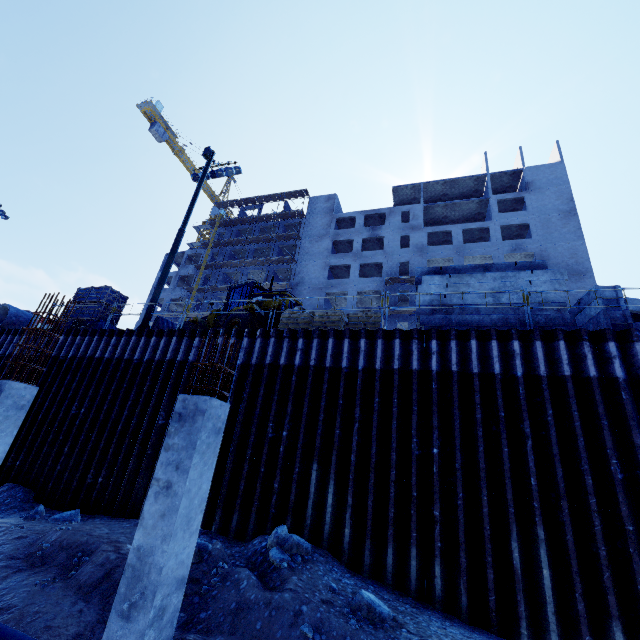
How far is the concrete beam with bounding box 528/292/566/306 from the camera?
9.08m

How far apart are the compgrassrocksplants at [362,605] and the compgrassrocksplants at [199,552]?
3.0m

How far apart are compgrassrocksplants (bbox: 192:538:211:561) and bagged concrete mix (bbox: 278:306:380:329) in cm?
649

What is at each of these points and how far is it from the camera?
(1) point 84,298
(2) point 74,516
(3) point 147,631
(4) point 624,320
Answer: (1) wooden box, 15.99m
(2) compgrassrocksplants, 9.10m
(3) concrete column, 3.93m
(4) concrete beam, 8.25m

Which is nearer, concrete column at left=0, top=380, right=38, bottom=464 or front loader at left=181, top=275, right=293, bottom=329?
concrete column at left=0, top=380, right=38, bottom=464

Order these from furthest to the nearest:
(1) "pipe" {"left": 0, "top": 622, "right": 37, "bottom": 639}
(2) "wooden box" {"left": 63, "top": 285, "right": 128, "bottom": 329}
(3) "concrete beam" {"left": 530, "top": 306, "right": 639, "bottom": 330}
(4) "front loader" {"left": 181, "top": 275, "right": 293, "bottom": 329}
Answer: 1. (2) "wooden box" {"left": 63, "top": 285, "right": 128, "bottom": 329}
2. (4) "front loader" {"left": 181, "top": 275, "right": 293, "bottom": 329}
3. (3) "concrete beam" {"left": 530, "top": 306, "right": 639, "bottom": 330}
4. (1) "pipe" {"left": 0, "top": 622, "right": 37, "bottom": 639}

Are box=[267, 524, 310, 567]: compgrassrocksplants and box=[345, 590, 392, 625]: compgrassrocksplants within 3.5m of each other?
yes

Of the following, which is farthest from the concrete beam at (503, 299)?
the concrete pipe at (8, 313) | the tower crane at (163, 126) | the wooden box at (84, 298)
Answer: the tower crane at (163, 126)
